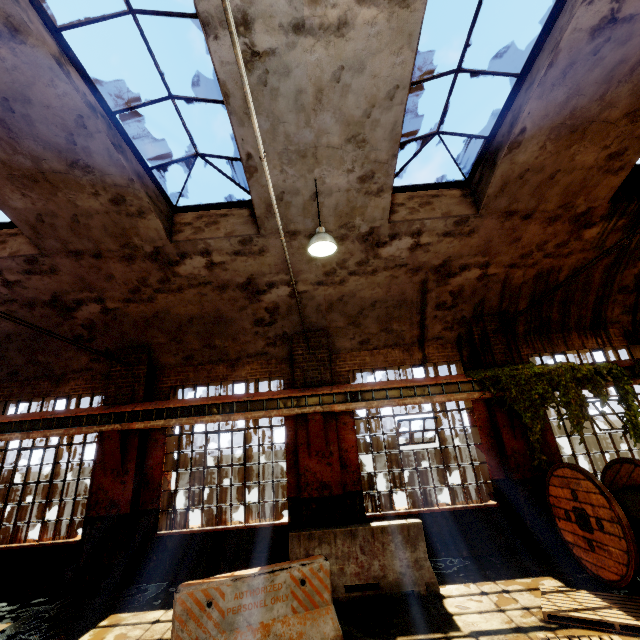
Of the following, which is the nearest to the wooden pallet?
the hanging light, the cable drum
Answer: the cable drum

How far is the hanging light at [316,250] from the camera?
5.54m

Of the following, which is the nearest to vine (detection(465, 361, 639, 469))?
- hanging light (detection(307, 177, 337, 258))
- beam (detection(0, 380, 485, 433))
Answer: beam (detection(0, 380, 485, 433))

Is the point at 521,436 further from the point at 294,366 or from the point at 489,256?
the point at 294,366

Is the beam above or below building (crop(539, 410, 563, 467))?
above

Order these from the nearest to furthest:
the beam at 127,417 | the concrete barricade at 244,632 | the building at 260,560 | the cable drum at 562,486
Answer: the concrete barricade at 244,632 < the cable drum at 562,486 < the building at 260,560 < the beam at 127,417

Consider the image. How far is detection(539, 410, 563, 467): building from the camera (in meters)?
7.60

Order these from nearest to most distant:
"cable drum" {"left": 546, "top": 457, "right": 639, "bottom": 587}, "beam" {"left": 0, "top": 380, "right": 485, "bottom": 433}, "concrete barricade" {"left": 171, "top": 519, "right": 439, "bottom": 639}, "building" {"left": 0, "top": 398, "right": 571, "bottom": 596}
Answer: "concrete barricade" {"left": 171, "top": 519, "right": 439, "bottom": 639}, "cable drum" {"left": 546, "top": 457, "right": 639, "bottom": 587}, "building" {"left": 0, "top": 398, "right": 571, "bottom": 596}, "beam" {"left": 0, "top": 380, "right": 485, "bottom": 433}
